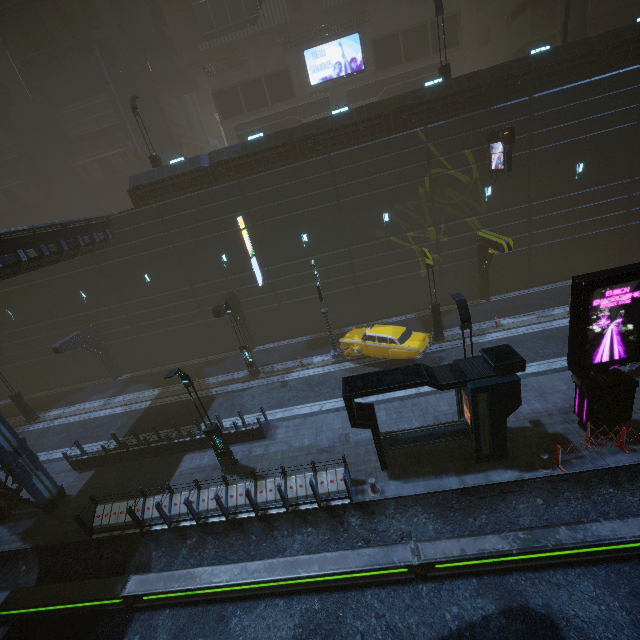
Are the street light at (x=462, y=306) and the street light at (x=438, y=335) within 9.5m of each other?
yes

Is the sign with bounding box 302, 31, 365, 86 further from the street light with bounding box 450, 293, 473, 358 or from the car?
the street light with bounding box 450, 293, 473, 358

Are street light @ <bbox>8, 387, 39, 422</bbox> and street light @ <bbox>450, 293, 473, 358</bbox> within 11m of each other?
no

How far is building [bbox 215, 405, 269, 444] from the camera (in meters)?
15.47

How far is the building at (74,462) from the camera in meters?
16.0 m

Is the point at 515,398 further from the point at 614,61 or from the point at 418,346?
the point at 614,61

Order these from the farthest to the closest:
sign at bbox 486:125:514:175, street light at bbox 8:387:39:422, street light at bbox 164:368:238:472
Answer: street light at bbox 8:387:39:422 → sign at bbox 486:125:514:175 → street light at bbox 164:368:238:472

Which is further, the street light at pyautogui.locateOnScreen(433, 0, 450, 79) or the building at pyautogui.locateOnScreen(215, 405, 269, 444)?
the street light at pyautogui.locateOnScreen(433, 0, 450, 79)
